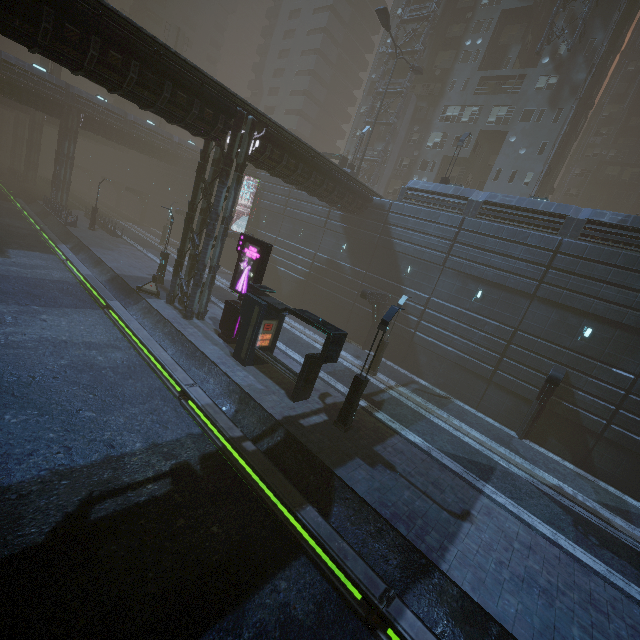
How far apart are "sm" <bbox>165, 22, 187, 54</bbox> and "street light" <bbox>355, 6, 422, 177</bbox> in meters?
39.8 m

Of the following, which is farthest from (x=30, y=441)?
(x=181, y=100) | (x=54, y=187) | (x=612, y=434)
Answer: (x=54, y=187)

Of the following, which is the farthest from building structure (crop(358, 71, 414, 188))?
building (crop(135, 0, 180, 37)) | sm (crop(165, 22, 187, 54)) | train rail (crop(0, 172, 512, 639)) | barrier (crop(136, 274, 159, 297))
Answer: building (crop(135, 0, 180, 37))

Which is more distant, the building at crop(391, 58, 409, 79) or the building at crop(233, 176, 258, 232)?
the building at crop(391, 58, 409, 79)

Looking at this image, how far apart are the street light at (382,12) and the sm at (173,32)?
39.80m

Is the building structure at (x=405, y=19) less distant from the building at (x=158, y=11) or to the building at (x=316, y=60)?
the building at (x=316, y=60)

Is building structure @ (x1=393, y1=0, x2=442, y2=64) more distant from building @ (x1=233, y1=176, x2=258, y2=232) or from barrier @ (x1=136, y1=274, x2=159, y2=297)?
barrier @ (x1=136, y1=274, x2=159, y2=297)

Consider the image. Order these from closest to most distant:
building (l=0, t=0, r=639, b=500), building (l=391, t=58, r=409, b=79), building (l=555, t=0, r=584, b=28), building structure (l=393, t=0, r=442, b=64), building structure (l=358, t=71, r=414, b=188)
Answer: building (l=0, t=0, r=639, b=500), building (l=555, t=0, r=584, b=28), building structure (l=393, t=0, r=442, b=64), building structure (l=358, t=71, r=414, b=188), building (l=391, t=58, r=409, b=79)
